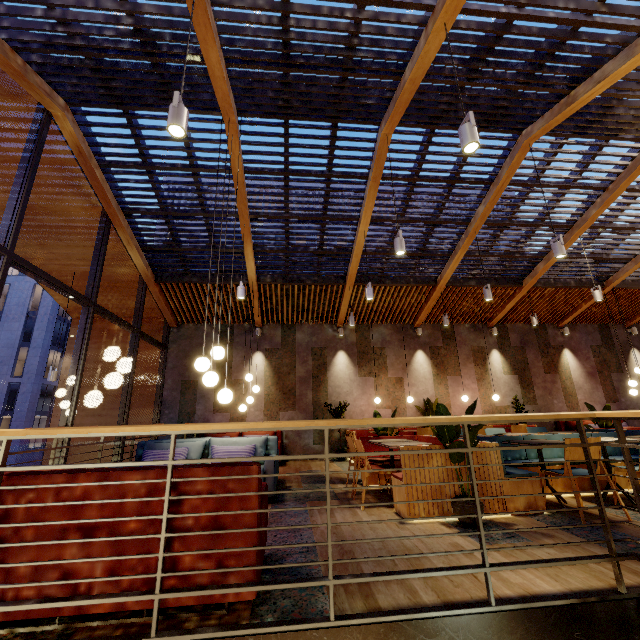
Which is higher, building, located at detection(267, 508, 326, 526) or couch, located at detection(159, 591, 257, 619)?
couch, located at detection(159, 591, 257, 619)

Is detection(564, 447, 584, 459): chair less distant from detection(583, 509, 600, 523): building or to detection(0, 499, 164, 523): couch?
detection(583, 509, 600, 523): building

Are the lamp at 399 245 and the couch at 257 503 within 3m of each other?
no

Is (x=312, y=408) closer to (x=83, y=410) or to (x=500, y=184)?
(x=83, y=410)

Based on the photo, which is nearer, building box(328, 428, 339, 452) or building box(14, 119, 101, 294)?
building box(14, 119, 101, 294)

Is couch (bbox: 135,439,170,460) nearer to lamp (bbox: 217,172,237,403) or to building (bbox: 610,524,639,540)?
building (bbox: 610,524,639,540)

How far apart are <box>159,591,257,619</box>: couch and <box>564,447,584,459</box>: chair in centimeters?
332cm

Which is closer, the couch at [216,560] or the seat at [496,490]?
the couch at [216,560]
